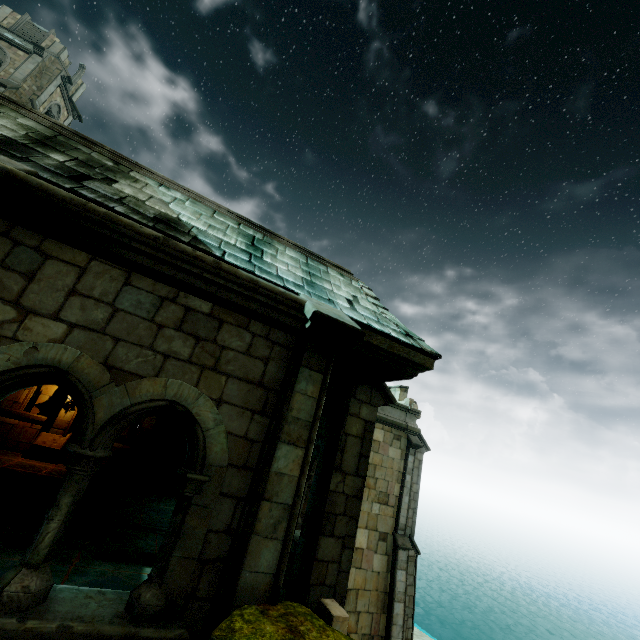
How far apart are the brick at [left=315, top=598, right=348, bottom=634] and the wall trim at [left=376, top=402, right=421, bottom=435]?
10.8 meters

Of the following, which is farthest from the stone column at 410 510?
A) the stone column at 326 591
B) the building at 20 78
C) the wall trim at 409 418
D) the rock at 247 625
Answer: the building at 20 78

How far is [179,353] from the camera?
3.5 meters

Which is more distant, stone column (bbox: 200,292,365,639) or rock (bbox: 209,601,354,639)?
stone column (bbox: 200,292,365,639)

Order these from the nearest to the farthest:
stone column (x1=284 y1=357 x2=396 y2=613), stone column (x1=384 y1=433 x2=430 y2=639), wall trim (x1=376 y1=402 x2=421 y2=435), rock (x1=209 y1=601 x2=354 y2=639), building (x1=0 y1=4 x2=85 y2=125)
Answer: rock (x1=209 y1=601 x2=354 y2=639) < stone column (x1=284 y1=357 x2=396 y2=613) < stone column (x1=384 y1=433 x2=430 y2=639) < wall trim (x1=376 y1=402 x2=421 y2=435) < building (x1=0 y1=4 x2=85 y2=125)

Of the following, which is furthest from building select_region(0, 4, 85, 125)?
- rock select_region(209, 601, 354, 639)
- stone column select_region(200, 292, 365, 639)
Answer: rock select_region(209, 601, 354, 639)

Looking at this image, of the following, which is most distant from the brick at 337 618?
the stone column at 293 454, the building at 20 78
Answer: the building at 20 78

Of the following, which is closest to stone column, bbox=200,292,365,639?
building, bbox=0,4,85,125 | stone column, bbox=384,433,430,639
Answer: stone column, bbox=384,433,430,639
